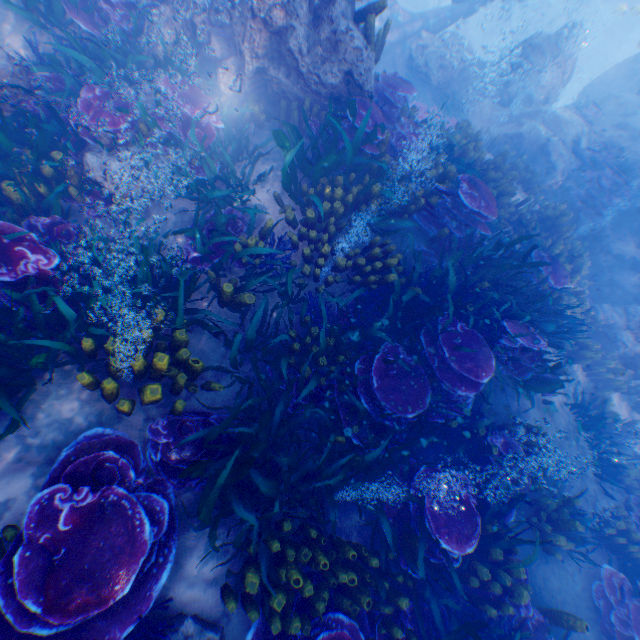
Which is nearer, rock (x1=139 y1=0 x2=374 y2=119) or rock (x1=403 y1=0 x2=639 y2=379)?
rock (x1=139 y1=0 x2=374 y2=119)

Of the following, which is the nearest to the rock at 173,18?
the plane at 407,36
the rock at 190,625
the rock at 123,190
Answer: the plane at 407,36

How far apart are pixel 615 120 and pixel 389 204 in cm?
1518

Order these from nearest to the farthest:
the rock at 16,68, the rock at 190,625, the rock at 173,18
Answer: the rock at 190,625
the rock at 16,68
the rock at 173,18

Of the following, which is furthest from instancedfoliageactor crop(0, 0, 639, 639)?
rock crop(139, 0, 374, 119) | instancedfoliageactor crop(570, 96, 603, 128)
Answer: instancedfoliageactor crop(570, 96, 603, 128)

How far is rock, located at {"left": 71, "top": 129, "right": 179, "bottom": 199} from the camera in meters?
4.6

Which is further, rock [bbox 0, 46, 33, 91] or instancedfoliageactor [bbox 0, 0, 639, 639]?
rock [bbox 0, 46, 33, 91]

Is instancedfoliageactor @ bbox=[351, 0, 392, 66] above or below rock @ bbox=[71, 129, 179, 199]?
above
